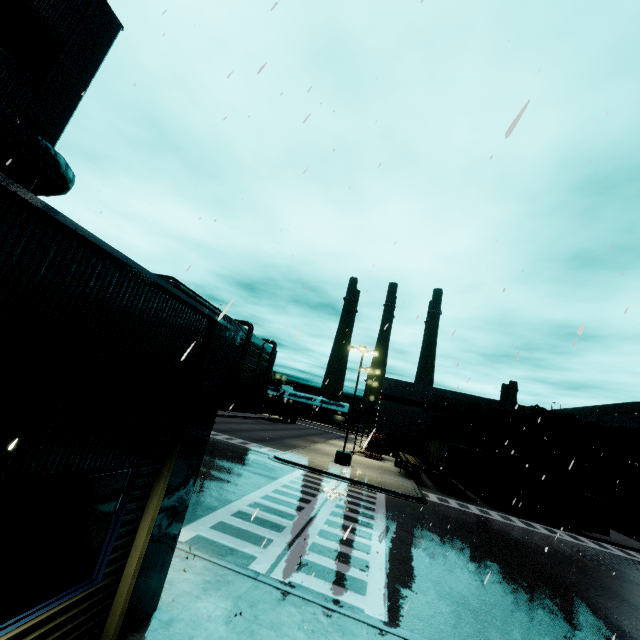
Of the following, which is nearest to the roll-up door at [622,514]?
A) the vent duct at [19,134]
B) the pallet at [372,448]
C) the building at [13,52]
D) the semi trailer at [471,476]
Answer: the building at [13,52]

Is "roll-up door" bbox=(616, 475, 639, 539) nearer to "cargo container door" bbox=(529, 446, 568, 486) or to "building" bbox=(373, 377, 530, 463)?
"building" bbox=(373, 377, 530, 463)

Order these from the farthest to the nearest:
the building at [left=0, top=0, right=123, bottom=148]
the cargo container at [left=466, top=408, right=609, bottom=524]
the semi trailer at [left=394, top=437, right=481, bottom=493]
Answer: the semi trailer at [left=394, top=437, right=481, bottom=493], the cargo container at [left=466, top=408, right=609, bottom=524], the building at [left=0, top=0, right=123, bottom=148]

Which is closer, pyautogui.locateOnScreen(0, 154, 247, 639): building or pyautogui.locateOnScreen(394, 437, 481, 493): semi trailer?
pyautogui.locateOnScreen(0, 154, 247, 639): building

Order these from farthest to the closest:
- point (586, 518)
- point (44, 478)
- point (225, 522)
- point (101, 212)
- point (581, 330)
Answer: point (586, 518), point (101, 212), point (225, 522), point (44, 478), point (581, 330)

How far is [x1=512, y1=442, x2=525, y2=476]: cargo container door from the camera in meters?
24.2

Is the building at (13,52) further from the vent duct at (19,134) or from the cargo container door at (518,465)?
the cargo container door at (518,465)
